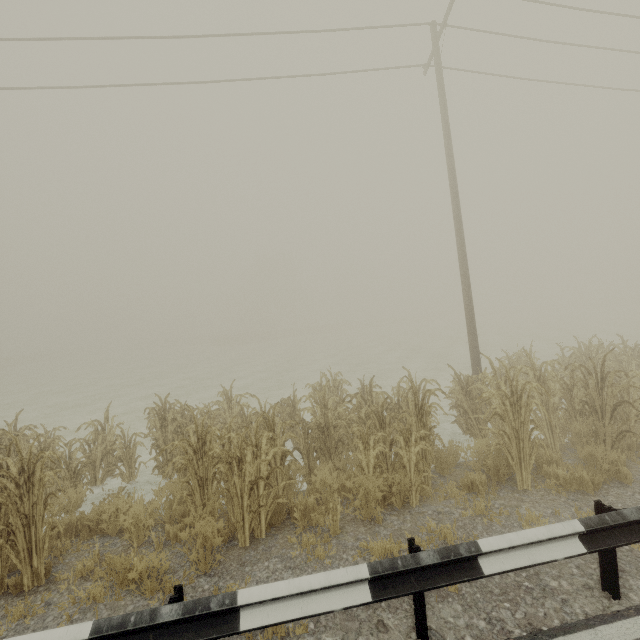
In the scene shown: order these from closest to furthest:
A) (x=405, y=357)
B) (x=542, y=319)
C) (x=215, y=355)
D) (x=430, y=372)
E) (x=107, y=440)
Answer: (x=107, y=440) < (x=430, y=372) < (x=405, y=357) < (x=215, y=355) < (x=542, y=319)
